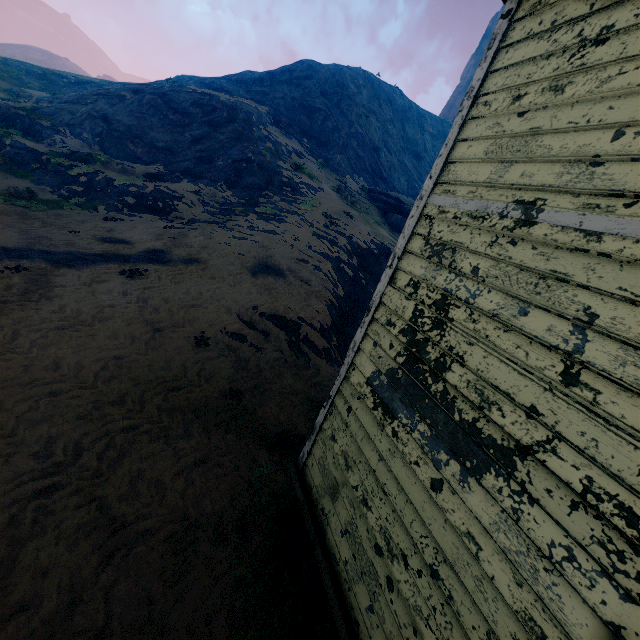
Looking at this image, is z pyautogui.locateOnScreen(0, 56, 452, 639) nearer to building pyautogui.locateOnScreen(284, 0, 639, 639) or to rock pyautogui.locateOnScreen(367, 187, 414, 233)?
building pyautogui.locateOnScreen(284, 0, 639, 639)

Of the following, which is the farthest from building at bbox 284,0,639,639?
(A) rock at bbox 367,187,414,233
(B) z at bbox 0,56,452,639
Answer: (A) rock at bbox 367,187,414,233

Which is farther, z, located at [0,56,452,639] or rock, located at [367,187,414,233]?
rock, located at [367,187,414,233]

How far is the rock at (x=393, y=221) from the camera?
26.6 meters

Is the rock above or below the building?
above

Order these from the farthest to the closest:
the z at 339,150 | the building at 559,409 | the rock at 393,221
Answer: the rock at 393,221
the z at 339,150
the building at 559,409

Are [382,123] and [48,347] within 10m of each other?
no

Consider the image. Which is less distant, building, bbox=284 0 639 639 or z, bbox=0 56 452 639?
building, bbox=284 0 639 639
